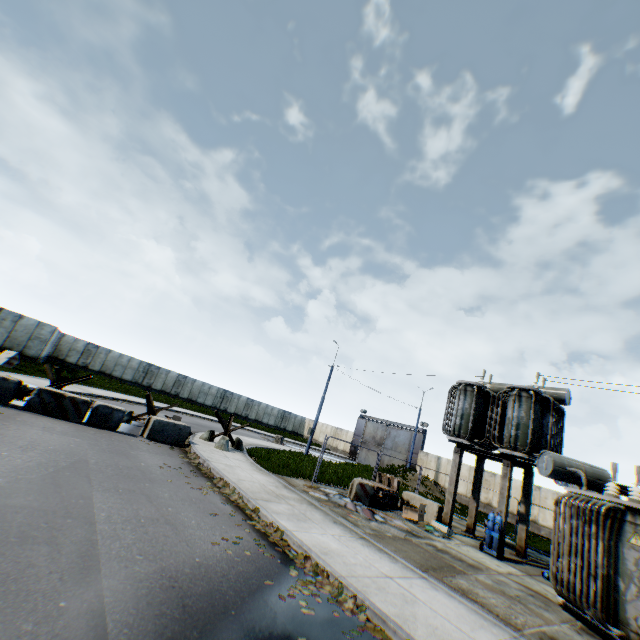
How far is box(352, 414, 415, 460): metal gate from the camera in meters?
39.1

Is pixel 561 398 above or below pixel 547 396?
above

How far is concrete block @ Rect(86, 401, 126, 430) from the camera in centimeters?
1225cm

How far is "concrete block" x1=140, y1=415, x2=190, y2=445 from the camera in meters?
13.2 m

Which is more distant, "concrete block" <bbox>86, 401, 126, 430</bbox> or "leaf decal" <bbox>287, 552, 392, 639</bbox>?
"concrete block" <bbox>86, 401, 126, 430</bbox>

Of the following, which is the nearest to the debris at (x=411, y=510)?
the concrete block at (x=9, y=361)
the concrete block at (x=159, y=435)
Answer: the concrete block at (x=159, y=435)

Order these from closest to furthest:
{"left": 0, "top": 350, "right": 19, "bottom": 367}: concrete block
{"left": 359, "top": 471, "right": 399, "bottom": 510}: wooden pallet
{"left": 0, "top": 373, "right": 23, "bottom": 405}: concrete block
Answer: {"left": 0, "top": 373, "right": 23, "bottom": 405}: concrete block
{"left": 359, "top": 471, "right": 399, "bottom": 510}: wooden pallet
{"left": 0, "top": 350, "right": 19, "bottom": 367}: concrete block

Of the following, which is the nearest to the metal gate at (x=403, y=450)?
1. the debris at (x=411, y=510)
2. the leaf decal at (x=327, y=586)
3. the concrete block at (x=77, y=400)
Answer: the debris at (x=411, y=510)
